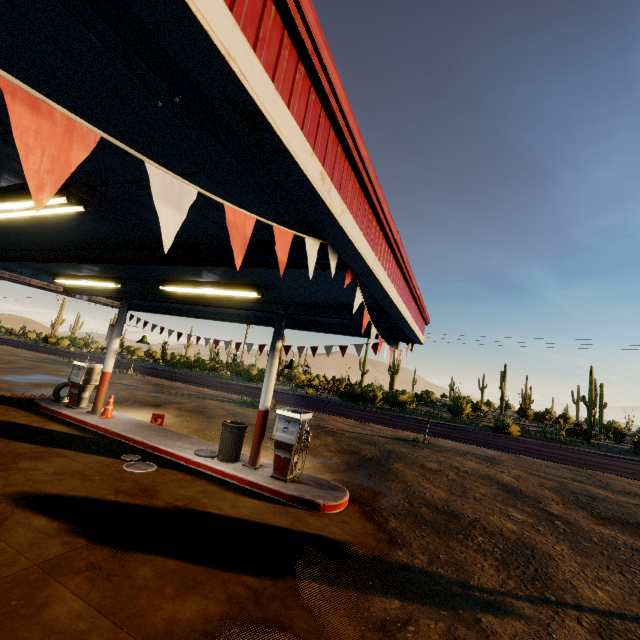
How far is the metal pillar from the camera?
7.8 meters

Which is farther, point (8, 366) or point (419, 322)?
point (8, 366)

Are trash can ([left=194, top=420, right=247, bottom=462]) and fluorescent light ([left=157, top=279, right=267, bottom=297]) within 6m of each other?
yes

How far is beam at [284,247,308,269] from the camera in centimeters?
415cm

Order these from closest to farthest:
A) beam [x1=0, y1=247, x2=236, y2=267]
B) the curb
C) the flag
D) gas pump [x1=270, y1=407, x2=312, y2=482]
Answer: the flag < beam [x1=0, y1=247, x2=236, y2=267] < the curb < gas pump [x1=270, y1=407, x2=312, y2=482]

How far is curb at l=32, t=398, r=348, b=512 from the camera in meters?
6.7 m

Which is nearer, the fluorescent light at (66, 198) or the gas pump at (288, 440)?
the fluorescent light at (66, 198)

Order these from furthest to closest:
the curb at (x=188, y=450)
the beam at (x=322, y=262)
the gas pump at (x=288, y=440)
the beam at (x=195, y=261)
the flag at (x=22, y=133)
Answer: the gas pump at (x=288, y=440) → the curb at (x=188, y=450) → the beam at (x=195, y=261) → the beam at (x=322, y=262) → the flag at (x=22, y=133)
